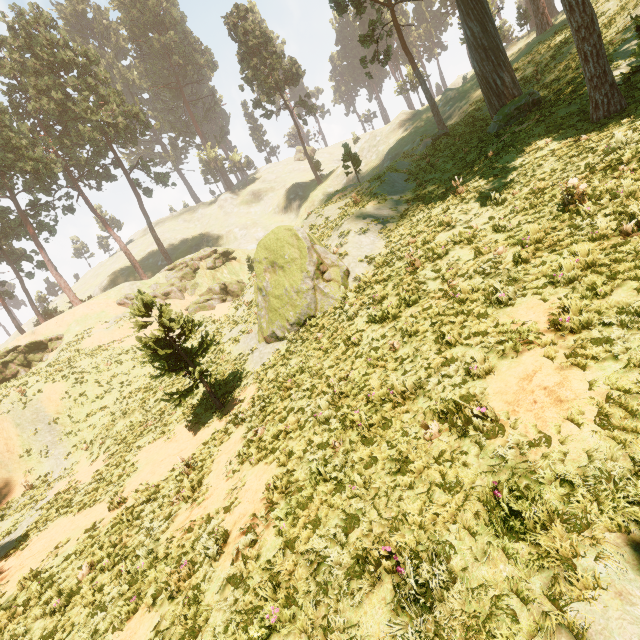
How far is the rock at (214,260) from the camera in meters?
37.5 m

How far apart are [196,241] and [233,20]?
30.48m

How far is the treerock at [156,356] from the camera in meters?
13.1 m

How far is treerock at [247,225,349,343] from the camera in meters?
14.7

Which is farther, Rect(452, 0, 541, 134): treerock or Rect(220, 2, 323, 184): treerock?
Rect(220, 2, 323, 184): treerock

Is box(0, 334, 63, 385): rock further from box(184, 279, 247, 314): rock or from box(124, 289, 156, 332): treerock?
box(184, 279, 247, 314): rock
